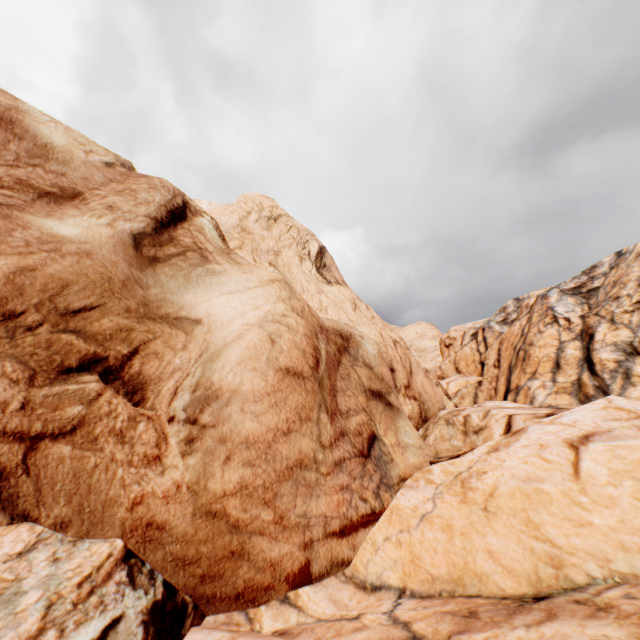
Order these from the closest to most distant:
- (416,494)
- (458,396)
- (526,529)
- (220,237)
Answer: →
1. (526,529)
2. (416,494)
3. (220,237)
4. (458,396)
